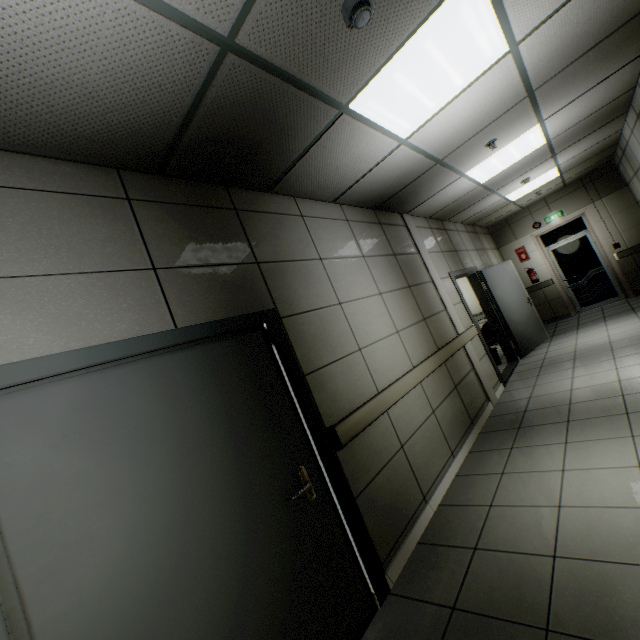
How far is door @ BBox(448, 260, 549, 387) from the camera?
5.9 meters

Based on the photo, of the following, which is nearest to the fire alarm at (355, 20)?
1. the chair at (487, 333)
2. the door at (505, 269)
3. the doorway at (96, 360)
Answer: the doorway at (96, 360)

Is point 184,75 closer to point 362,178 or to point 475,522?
point 362,178

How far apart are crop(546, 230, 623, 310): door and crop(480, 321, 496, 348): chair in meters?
3.1 m

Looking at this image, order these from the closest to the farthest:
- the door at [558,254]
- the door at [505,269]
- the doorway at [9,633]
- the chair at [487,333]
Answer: the doorway at [9,633], the door at [505,269], the chair at [487,333], the door at [558,254]

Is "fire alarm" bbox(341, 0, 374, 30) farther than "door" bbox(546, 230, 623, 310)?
No

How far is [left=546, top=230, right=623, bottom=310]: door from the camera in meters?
8.4 m

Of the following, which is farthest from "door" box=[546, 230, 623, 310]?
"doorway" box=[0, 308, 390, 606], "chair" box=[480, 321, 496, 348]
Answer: "doorway" box=[0, 308, 390, 606]
